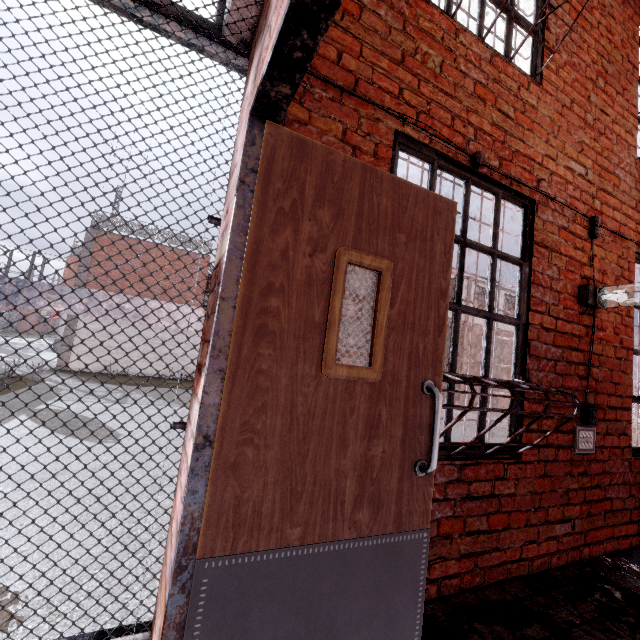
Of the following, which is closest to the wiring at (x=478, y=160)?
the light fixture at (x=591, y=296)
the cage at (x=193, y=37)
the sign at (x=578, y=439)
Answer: the cage at (x=193, y=37)

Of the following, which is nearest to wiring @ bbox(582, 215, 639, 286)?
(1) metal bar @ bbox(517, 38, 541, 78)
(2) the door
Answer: (1) metal bar @ bbox(517, 38, 541, 78)

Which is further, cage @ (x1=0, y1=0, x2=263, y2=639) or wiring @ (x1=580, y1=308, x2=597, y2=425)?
wiring @ (x1=580, y1=308, x2=597, y2=425)

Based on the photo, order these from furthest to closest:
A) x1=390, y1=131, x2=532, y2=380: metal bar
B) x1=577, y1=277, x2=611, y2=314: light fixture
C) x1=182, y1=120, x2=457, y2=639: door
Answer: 1. x1=577, y1=277, x2=611, y2=314: light fixture
2. x1=390, y1=131, x2=532, y2=380: metal bar
3. x1=182, y1=120, x2=457, y2=639: door

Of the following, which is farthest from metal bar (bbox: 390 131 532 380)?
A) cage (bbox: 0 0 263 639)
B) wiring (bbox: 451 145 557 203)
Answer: cage (bbox: 0 0 263 639)

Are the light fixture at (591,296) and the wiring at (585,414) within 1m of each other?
yes

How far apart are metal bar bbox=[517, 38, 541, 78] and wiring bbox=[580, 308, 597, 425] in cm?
191

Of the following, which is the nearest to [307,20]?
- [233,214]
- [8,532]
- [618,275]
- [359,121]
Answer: [233,214]
